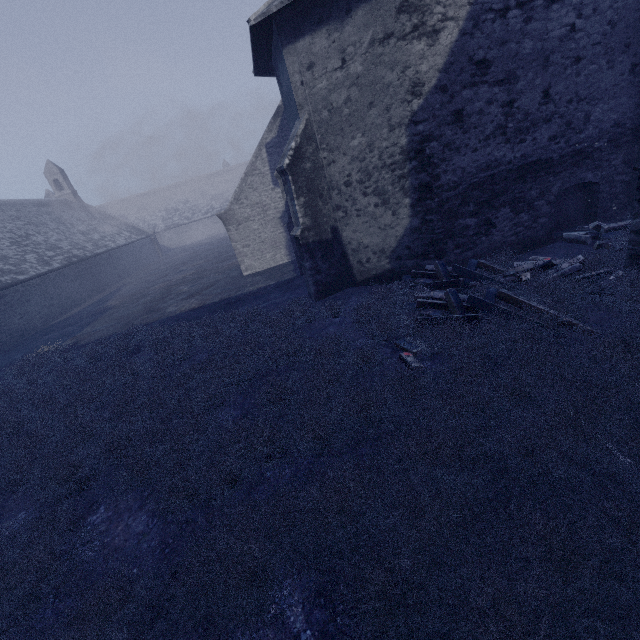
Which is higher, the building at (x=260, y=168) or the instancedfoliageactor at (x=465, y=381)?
the building at (x=260, y=168)

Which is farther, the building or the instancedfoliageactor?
the building

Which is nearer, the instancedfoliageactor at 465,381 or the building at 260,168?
the instancedfoliageactor at 465,381

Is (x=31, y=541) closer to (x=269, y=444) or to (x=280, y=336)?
→ (x=269, y=444)

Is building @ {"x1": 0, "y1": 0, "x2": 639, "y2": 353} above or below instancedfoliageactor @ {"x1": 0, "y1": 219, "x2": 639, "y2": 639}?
above
